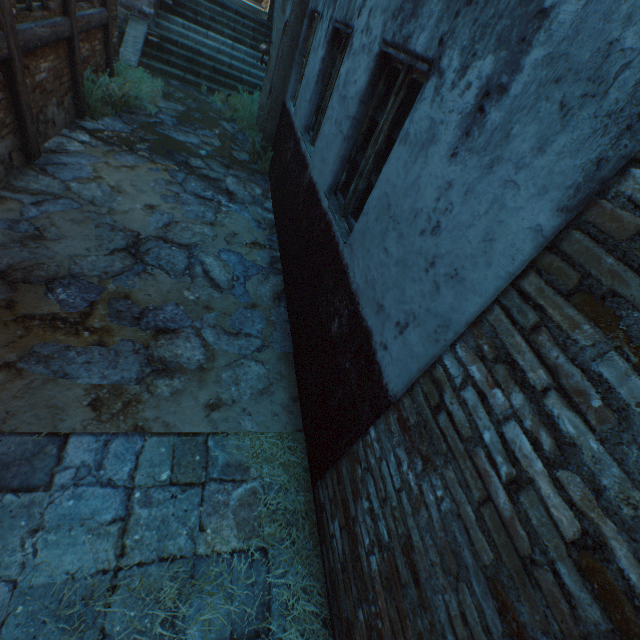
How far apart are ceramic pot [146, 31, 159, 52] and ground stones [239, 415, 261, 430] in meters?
11.6 m

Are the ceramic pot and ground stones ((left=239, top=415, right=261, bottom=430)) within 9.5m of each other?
no

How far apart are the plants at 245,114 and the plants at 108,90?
1.19m

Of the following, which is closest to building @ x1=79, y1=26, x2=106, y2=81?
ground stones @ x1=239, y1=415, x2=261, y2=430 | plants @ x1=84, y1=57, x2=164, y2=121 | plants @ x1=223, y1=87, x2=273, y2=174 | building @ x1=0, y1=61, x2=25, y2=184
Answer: plants @ x1=84, y1=57, x2=164, y2=121

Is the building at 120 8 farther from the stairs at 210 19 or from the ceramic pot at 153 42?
the ceramic pot at 153 42

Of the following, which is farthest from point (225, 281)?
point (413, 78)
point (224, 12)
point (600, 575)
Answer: point (224, 12)

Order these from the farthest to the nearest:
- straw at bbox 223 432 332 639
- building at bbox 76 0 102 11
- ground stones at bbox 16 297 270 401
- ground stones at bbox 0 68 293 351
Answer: building at bbox 76 0 102 11 < ground stones at bbox 0 68 293 351 < ground stones at bbox 16 297 270 401 < straw at bbox 223 432 332 639

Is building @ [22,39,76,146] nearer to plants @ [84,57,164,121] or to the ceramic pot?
plants @ [84,57,164,121]
